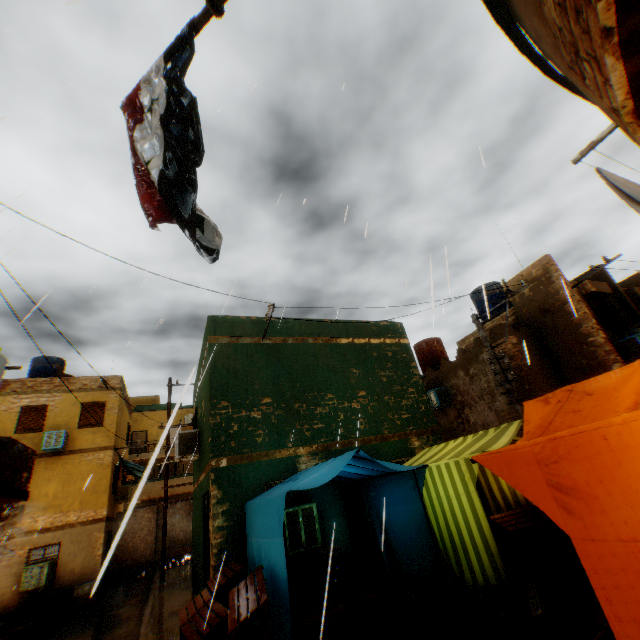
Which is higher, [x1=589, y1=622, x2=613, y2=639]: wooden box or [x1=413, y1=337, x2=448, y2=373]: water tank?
[x1=413, y1=337, x2=448, y2=373]: water tank

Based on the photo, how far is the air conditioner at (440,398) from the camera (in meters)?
14.27

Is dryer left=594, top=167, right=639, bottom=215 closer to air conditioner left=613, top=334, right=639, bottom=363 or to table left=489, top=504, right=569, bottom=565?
air conditioner left=613, top=334, right=639, bottom=363

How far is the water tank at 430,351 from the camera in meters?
17.4 m

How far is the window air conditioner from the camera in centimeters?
1284cm

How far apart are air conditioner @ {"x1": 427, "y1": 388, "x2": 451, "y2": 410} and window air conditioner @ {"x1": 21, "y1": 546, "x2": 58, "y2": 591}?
17.26m

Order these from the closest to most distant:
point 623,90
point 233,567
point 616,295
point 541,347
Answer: point 623,90
point 233,567
point 541,347
point 616,295

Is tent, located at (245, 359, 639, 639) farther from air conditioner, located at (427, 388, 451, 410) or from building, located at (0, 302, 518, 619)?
air conditioner, located at (427, 388, 451, 410)
